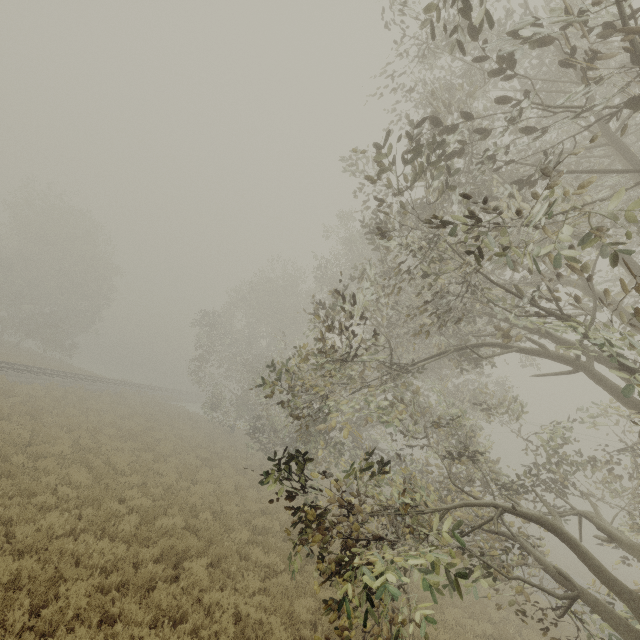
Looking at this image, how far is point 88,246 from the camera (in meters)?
33.62
